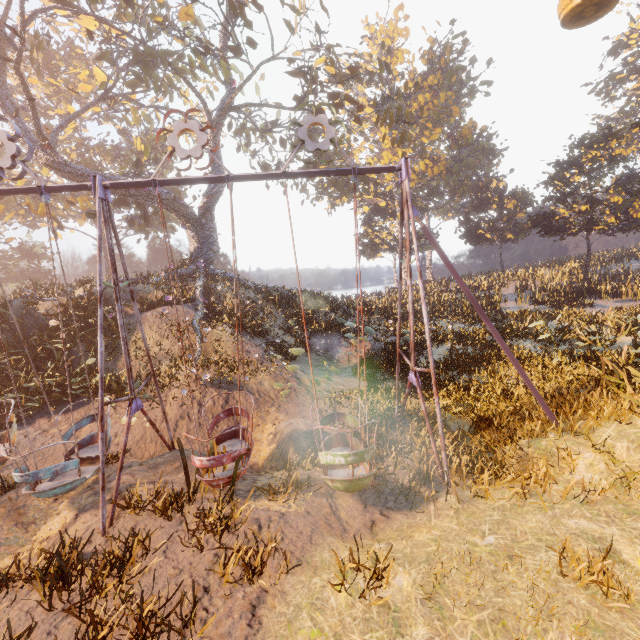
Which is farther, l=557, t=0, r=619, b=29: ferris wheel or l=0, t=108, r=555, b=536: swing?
l=557, t=0, r=619, b=29: ferris wheel

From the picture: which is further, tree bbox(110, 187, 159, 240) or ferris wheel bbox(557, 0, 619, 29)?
tree bbox(110, 187, 159, 240)

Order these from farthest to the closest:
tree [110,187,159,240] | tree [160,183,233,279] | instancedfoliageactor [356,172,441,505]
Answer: tree [160,183,233,279]
tree [110,187,159,240]
instancedfoliageactor [356,172,441,505]

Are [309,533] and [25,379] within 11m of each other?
no

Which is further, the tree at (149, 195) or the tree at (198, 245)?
the tree at (198, 245)

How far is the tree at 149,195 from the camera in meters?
17.8 m

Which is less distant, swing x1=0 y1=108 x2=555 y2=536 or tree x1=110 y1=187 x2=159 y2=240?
swing x1=0 y1=108 x2=555 y2=536

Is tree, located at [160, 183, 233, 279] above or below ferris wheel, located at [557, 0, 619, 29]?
below
